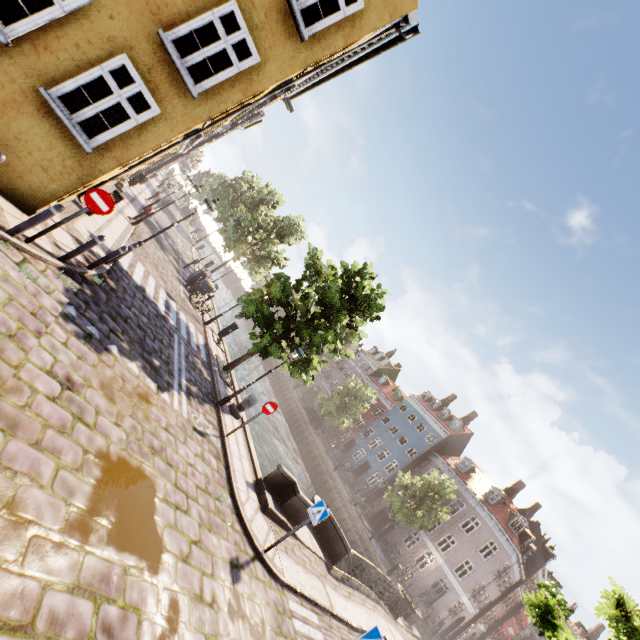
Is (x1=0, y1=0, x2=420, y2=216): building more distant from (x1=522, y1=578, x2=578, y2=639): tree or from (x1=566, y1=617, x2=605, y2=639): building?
(x1=566, y1=617, x2=605, y2=639): building

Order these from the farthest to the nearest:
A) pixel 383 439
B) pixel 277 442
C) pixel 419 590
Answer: pixel 383 439, pixel 419 590, pixel 277 442

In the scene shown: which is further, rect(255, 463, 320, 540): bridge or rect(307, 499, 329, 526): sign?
rect(255, 463, 320, 540): bridge

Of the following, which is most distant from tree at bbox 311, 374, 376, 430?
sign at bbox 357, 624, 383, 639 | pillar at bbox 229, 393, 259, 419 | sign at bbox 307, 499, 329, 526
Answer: sign at bbox 307, 499, 329, 526

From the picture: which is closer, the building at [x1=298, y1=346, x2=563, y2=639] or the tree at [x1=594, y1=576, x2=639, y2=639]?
the tree at [x1=594, y1=576, x2=639, y2=639]

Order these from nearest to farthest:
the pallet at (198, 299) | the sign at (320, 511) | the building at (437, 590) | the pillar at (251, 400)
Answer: the sign at (320, 511), the pillar at (251, 400), the pallet at (198, 299), the building at (437, 590)

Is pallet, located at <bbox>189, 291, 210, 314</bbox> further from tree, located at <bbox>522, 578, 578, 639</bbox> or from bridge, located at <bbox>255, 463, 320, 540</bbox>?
bridge, located at <bbox>255, 463, 320, 540</bbox>

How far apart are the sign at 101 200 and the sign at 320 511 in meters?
8.7
